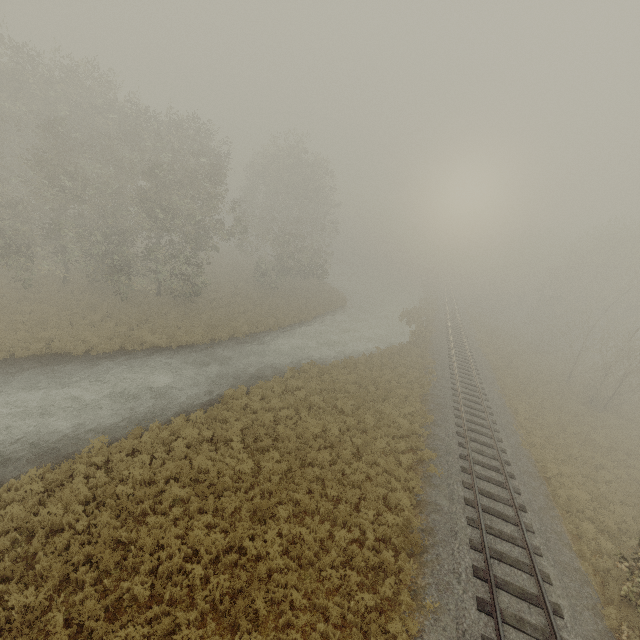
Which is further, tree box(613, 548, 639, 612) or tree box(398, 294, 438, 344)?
tree box(398, 294, 438, 344)

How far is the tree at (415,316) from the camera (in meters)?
32.94

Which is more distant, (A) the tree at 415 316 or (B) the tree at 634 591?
(A) the tree at 415 316

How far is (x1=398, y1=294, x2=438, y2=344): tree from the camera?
32.9m

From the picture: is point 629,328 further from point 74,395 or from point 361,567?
point 74,395
